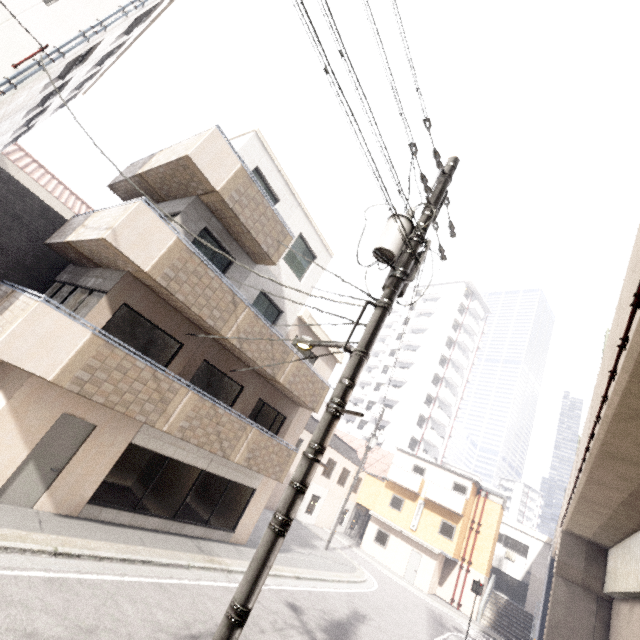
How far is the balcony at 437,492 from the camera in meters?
25.5

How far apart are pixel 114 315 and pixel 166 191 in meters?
4.4

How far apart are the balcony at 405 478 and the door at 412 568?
4.0 meters

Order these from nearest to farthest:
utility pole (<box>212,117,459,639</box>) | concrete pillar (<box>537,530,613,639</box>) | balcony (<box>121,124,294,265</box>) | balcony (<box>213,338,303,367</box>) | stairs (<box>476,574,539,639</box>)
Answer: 1. utility pole (<box>212,117,459,639</box>)
2. balcony (<box>121,124,294,265</box>)
3. balcony (<box>213,338,303,367</box>)
4. concrete pillar (<box>537,530,613,639</box>)
5. stairs (<box>476,574,539,639</box>)

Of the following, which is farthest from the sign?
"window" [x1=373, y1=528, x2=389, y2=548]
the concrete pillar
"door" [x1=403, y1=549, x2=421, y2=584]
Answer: "window" [x1=373, y1=528, x2=389, y2=548]

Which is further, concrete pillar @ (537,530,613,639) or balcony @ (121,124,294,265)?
concrete pillar @ (537,530,613,639)

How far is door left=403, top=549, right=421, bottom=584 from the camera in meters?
25.1

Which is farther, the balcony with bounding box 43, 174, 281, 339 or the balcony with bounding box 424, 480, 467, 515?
the balcony with bounding box 424, 480, 467, 515
